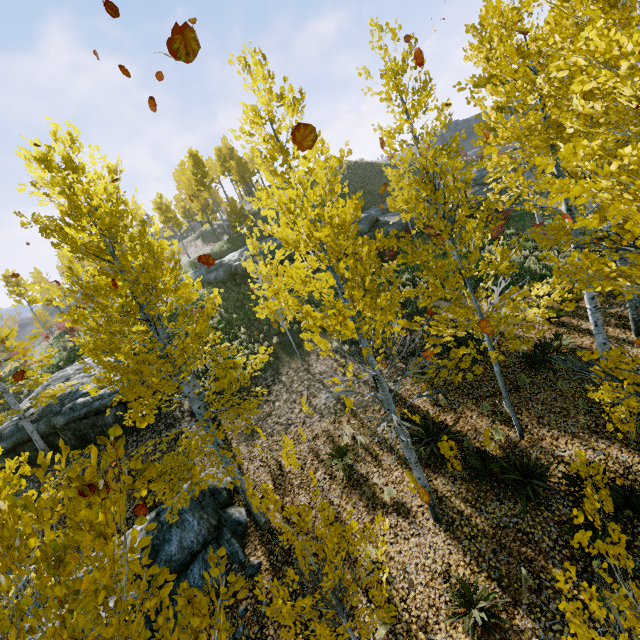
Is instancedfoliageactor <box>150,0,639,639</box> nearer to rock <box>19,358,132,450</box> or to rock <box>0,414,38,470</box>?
rock <box>19,358,132,450</box>

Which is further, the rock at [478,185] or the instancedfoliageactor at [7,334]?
the rock at [478,185]

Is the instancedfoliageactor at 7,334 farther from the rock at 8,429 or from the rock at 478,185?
the rock at 8,429

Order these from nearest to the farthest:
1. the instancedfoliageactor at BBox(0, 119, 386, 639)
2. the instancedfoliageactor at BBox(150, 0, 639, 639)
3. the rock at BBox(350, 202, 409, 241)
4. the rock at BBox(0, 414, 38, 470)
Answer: the instancedfoliageactor at BBox(0, 119, 386, 639)
the instancedfoliageactor at BBox(150, 0, 639, 639)
the rock at BBox(0, 414, 38, 470)
the rock at BBox(350, 202, 409, 241)

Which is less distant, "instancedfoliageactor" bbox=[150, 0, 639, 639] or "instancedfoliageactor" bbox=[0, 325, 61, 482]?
"instancedfoliageactor" bbox=[0, 325, 61, 482]

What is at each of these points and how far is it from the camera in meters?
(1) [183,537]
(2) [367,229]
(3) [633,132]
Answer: (1) rock, 8.4 m
(2) rock, 22.0 m
(3) instancedfoliageactor, 2.7 m

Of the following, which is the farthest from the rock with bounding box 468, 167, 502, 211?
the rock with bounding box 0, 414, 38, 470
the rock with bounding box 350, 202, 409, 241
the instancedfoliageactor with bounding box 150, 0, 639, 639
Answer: the rock with bounding box 0, 414, 38, 470
